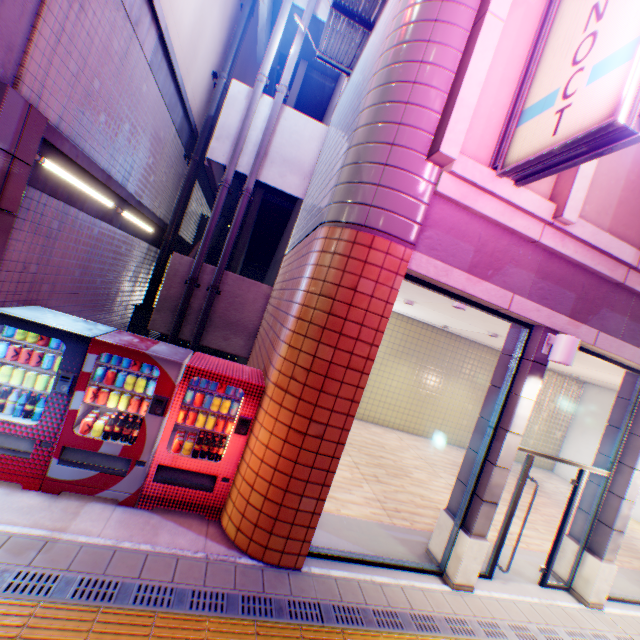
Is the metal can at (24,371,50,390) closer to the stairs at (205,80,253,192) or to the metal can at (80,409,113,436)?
the metal can at (80,409,113,436)

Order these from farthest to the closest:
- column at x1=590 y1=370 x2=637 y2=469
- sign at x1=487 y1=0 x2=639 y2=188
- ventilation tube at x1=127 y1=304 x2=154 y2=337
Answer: ventilation tube at x1=127 y1=304 x2=154 y2=337
column at x1=590 y1=370 x2=637 y2=469
sign at x1=487 y1=0 x2=639 y2=188

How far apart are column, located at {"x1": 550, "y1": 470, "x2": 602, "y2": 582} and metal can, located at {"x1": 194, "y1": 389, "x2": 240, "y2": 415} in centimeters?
674cm

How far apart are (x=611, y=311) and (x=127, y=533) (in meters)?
7.64

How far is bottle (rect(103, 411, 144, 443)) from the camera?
4.2m

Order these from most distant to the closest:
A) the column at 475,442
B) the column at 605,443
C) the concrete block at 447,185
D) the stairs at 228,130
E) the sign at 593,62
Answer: the stairs at 228,130 < the column at 605,443 < the column at 475,442 < the concrete block at 447,185 < the sign at 593,62

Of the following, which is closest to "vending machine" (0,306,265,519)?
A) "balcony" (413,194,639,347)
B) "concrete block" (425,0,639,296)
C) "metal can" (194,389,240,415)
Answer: "metal can" (194,389,240,415)

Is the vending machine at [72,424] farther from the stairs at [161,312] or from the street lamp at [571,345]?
the street lamp at [571,345]
